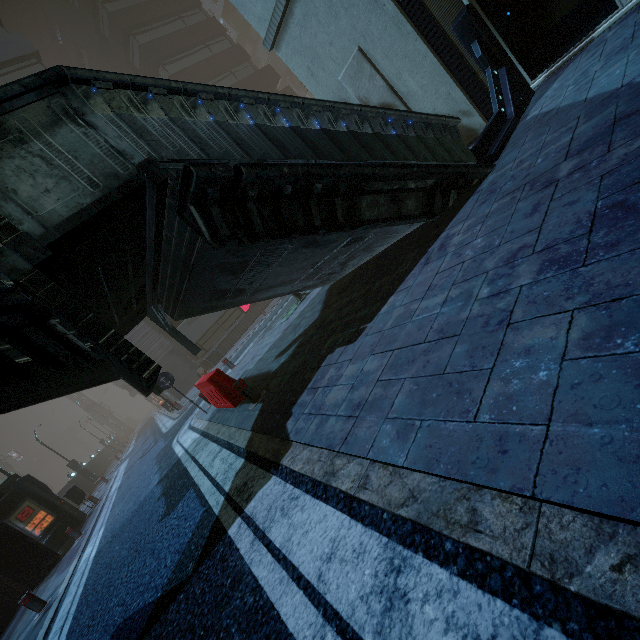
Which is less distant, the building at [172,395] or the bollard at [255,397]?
the bollard at [255,397]

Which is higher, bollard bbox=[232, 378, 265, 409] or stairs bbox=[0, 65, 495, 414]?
stairs bbox=[0, 65, 495, 414]

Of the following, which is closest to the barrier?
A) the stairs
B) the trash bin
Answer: the stairs

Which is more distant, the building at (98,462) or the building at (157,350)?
the building at (98,462)

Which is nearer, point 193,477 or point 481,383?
point 481,383

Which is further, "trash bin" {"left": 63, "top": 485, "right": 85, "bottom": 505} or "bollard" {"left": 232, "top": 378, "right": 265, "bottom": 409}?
"trash bin" {"left": 63, "top": 485, "right": 85, "bottom": 505}

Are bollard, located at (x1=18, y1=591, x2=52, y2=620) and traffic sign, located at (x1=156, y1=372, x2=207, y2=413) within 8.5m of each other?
yes

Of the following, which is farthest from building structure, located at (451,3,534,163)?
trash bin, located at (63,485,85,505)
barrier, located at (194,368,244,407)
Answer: trash bin, located at (63,485,85,505)
